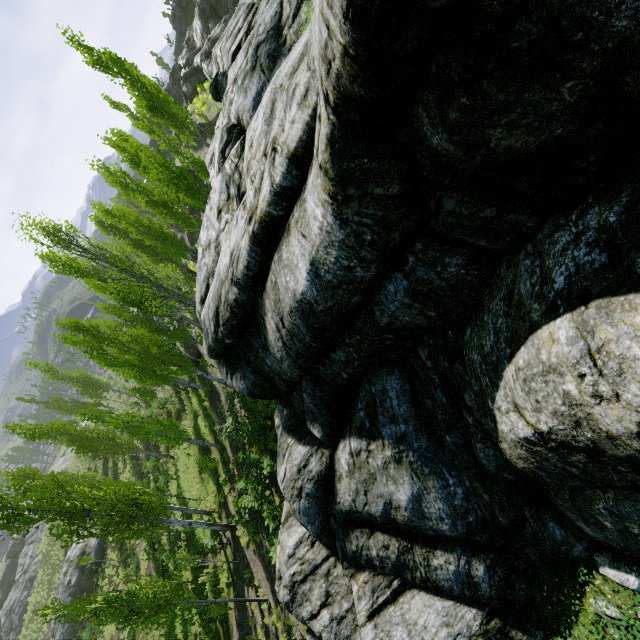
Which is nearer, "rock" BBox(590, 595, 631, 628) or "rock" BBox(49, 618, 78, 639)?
"rock" BBox(590, 595, 631, 628)

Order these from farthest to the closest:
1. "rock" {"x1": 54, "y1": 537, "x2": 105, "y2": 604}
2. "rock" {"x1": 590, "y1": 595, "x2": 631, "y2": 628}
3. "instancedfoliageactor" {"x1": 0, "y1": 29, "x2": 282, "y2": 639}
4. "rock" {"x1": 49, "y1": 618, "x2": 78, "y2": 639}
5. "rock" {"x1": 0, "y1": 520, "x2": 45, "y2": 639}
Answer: "rock" {"x1": 0, "y1": 520, "x2": 45, "y2": 639}, "rock" {"x1": 54, "y1": 537, "x2": 105, "y2": 604}, "rock" {"x1": 49, "y1": 618, "x2": 78, "y2": 639}, "instancedfoliageactor" {"x1": 0, "y1": 29, "x2": 282, "y2": 639}, "rock" {"x1": 590, "y1": 595, "x2": 631, "y2": 628}

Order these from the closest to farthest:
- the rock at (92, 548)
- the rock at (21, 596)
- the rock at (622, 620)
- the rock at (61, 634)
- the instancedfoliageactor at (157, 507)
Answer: the rock at (622, 620)
the instancedfoliageactor at (157, 507)
the rock at (61, 634)
the rock at (92, 548)
the rock at (21, 596)

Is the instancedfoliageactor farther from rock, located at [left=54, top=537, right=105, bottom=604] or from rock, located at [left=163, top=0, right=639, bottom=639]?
rock, located at [left=54, top=537, right=105, bottom=604]

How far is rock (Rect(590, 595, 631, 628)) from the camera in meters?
3.9 m

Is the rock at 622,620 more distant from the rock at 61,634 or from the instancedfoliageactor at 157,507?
the rock at 61,634

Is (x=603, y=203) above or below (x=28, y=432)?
below

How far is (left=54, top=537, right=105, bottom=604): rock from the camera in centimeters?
3206cm
